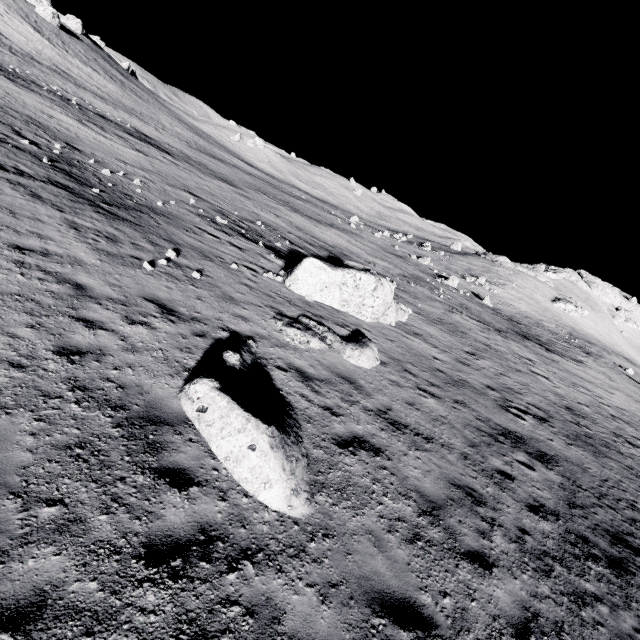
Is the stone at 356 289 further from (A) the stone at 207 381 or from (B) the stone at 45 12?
(B) the stone at 45 12

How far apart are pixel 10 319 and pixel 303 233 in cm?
2555

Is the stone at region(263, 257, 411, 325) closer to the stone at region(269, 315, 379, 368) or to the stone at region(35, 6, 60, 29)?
the stone at region(269, 315, 379, 368)

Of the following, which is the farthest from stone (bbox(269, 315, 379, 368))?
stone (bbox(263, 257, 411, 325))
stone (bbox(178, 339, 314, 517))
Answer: stone (bbox(263, 257, 411, 325))

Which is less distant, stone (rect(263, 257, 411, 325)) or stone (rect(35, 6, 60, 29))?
stone (rect(263, 257, 411, 325))

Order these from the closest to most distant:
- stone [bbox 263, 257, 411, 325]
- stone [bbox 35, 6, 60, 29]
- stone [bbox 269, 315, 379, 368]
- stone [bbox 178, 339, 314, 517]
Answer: stone [bbox 178, 339, 314, 517], stone [bbox 269, 315, 379, 368], stone [bbox 263, 257, 411, 325], stone [bbox 35, 6, 60, 29]

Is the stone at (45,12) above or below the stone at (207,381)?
above

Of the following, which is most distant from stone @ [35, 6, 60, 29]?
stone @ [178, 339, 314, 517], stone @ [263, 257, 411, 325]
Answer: stone @ [178, 339, 314, 517]
